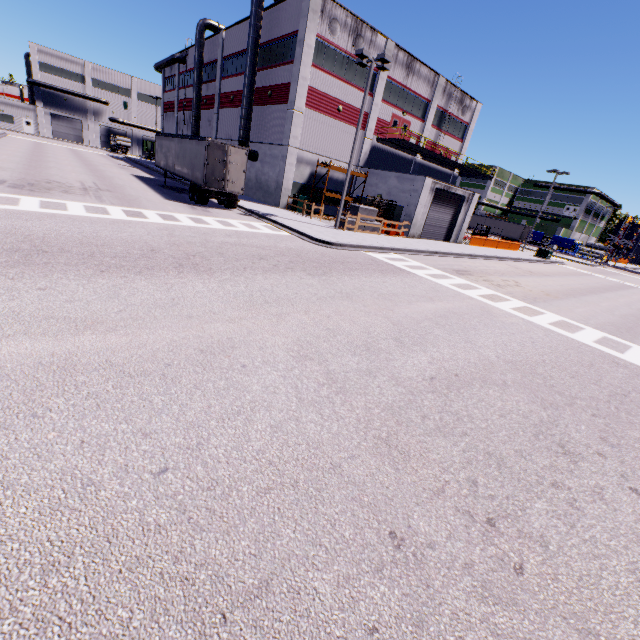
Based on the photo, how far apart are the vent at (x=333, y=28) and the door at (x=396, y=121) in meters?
8.3

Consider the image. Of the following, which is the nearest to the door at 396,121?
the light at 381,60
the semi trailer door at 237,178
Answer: the light at 381,60

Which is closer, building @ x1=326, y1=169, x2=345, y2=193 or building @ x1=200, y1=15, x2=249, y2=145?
building @ x1=326, y1=169, x2=345, y2=193

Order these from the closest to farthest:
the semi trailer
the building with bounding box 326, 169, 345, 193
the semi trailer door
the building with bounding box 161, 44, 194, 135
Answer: A: the semi trailer door → the semi trailer → the building with bounding box 326, 169, 345, 193 → the building with bounding box 161, 44, 194, 135

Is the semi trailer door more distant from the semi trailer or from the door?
the door

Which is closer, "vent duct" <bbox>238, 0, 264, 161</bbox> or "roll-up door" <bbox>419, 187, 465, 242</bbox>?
"vent duct" <bbox>238, 0, 264, 161</bbox>

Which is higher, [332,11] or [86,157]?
[332,11]
